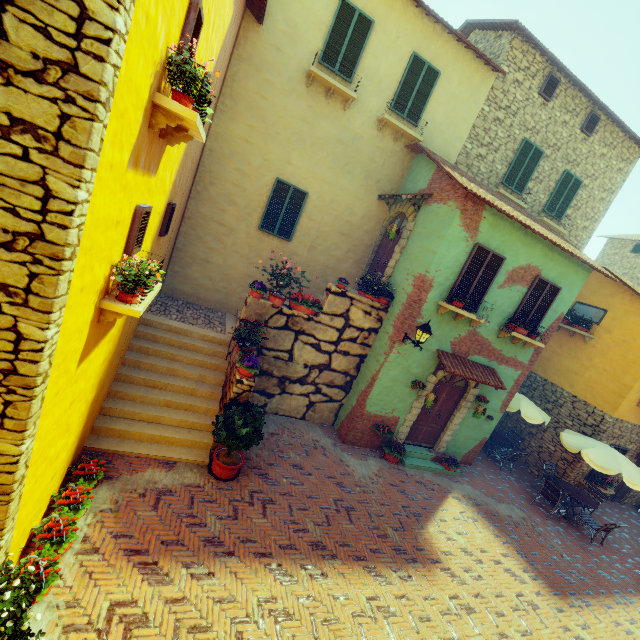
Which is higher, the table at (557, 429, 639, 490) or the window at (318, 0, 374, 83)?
the window at (318, 0, 374, 83)

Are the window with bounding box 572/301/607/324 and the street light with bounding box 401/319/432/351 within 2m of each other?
no

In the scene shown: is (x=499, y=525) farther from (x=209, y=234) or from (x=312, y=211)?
(x=209, y=234)

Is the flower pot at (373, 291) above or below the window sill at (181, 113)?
below

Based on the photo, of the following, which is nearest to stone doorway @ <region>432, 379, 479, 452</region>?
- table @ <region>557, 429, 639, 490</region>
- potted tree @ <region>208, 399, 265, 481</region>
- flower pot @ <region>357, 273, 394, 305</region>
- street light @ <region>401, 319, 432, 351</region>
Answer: street light @ <region>401, 319, 432, 351</region>

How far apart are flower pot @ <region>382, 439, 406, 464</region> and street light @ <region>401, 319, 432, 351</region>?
3.3m

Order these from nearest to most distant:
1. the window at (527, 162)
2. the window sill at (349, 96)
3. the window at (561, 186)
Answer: the window sill at (349, 96)
the window at (527, 162)
the window at (561, 186)

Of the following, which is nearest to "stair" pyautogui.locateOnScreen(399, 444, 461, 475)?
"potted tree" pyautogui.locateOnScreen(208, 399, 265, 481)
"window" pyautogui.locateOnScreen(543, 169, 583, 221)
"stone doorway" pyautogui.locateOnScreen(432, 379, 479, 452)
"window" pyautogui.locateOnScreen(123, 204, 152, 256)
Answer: "stone doorway" pyautogui.locateOnScreen(432, 379, 479, 452)
